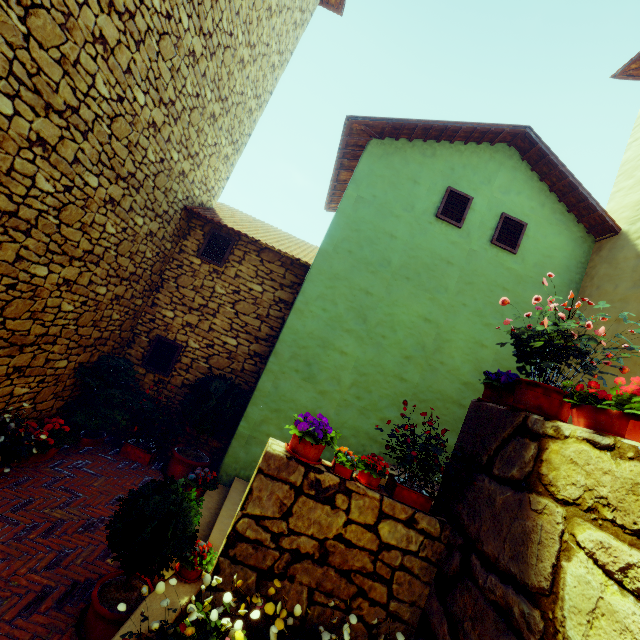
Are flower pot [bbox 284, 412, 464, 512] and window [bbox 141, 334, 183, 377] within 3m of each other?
no

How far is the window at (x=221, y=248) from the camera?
6.75m

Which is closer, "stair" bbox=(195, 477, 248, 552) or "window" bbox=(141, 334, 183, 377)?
"stair" bbox=(195, 477, 248, 552)

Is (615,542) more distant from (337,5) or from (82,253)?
(337,5)

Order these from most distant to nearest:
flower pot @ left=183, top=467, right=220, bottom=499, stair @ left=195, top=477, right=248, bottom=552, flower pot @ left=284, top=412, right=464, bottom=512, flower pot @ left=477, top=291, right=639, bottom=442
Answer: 1. flower pot @ left=183, top=467, right=220, bottom=499
2. stair @ left=195, top=477, right=248, bottom=552
3. flower pot @ left=284, top=412, right=464, bottom=512
4. flower pot @ left=477, top=291, right=639, bottom=442

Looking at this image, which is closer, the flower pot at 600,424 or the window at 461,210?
the flower pot at 600,424

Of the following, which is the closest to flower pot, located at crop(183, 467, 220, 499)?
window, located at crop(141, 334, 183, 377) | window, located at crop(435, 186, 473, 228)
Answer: window, located at crop(141, 334, 183, 377)

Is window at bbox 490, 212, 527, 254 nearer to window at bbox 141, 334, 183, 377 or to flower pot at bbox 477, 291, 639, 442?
flower pot at bbox 477, 291, 639, 442
